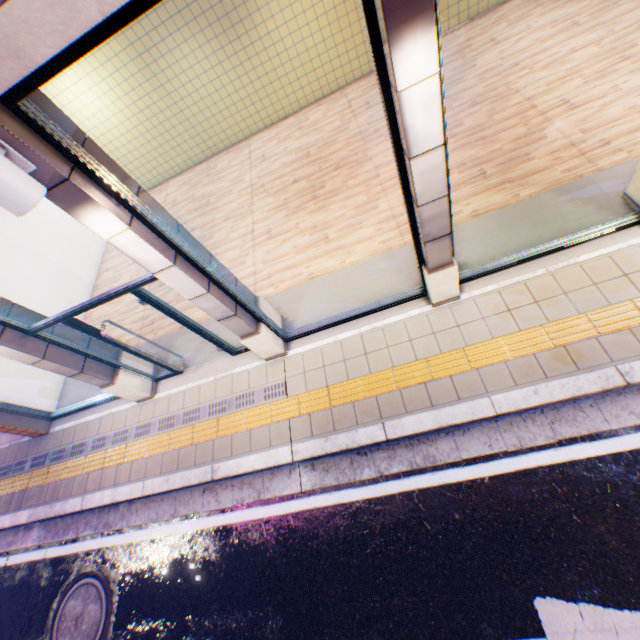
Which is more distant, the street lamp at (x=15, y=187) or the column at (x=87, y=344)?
the column at (x=87, y=344)

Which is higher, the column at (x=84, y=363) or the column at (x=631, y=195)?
the column at (x=84, y=363)

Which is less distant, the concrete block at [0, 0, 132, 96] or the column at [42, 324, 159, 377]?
the concrete block at [0, 0, 132, 96]

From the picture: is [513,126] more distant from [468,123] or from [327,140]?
[327,140]

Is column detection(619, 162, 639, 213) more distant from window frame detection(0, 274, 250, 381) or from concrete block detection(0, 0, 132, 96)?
window frame detection(0, 274, 250, 381)

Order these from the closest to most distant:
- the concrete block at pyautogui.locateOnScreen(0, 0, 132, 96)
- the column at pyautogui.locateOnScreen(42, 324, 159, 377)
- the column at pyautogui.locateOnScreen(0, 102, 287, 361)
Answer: the concrete block at pyautogui.locateOnScreen(0, 0, 132, 96)
the column at pyautogui.locateOnScreen(0, 102, 287, 361)
the column at pyautogui.locateOnScreen(42, 324, 159, 377)

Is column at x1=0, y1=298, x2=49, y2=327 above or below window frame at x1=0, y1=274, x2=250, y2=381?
above

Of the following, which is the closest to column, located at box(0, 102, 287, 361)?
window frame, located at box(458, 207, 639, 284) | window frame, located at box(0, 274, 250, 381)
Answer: window frame, located at box(0, 274, 250, 381)
